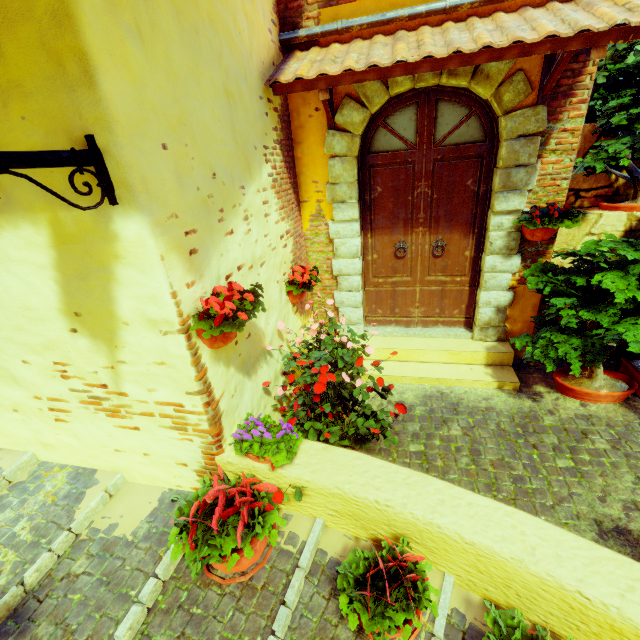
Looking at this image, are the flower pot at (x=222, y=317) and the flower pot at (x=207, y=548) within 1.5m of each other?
yes

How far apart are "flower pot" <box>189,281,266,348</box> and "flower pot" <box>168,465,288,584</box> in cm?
65

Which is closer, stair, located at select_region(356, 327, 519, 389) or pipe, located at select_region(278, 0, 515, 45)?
pipe, located at select_region(278, 0, 515, 45)

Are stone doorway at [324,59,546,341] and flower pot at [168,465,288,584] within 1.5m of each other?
no

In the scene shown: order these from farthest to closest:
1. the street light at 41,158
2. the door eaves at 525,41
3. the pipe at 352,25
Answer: the pipe at 352,25 < the door eaves at 525,41 < the street light at 41,158

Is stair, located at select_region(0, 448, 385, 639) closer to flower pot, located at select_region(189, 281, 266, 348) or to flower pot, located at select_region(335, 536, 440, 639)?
flower pot, located at select_region(335, 536, 440, 639)

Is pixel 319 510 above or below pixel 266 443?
below

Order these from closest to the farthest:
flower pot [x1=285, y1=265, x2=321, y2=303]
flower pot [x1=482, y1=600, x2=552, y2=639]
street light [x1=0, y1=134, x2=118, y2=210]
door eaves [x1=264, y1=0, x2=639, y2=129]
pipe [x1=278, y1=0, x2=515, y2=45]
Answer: street light [x1=0, y1=134, x2=118, y2=210] < flower pot [x1=482, y1=600, x2=552, y2=639] < door eaves [x1=264, y1=0, x2=639, y2=129] < pipe [x1=278, y1=0, x2=515, y2=45] < flower pot [x1=285, y1=265, x2=321, y2=303]
